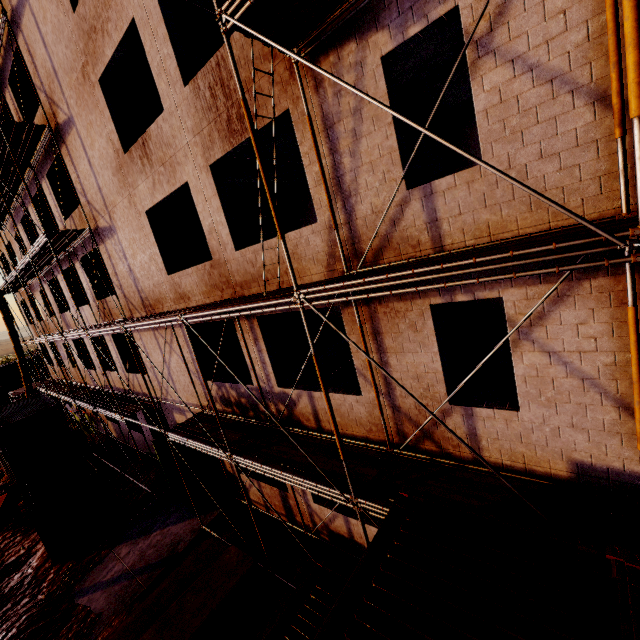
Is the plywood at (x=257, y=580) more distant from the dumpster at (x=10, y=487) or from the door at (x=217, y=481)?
the dumpster at (x=10, y=487)

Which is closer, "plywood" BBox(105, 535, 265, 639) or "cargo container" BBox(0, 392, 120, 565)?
"plywood" BBox(105, 535, 265, 639)

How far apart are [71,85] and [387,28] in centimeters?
1195cm

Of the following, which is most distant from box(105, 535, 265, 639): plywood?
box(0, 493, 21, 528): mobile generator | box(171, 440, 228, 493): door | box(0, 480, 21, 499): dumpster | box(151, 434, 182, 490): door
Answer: box(0, 480, 21, 499): dumpster

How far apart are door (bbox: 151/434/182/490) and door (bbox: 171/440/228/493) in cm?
177

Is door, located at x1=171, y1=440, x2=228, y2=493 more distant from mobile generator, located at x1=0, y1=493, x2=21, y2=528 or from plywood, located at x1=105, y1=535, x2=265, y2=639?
mobile generator, located at x1=0, y1=493, x2=21, y2=528

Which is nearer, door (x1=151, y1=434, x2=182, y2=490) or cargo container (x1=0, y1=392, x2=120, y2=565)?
cargo container (x1=0, y1=392, x2=120, y2=565)

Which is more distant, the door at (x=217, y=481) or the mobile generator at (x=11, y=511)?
the mobile generator at (x=11, y=511)
